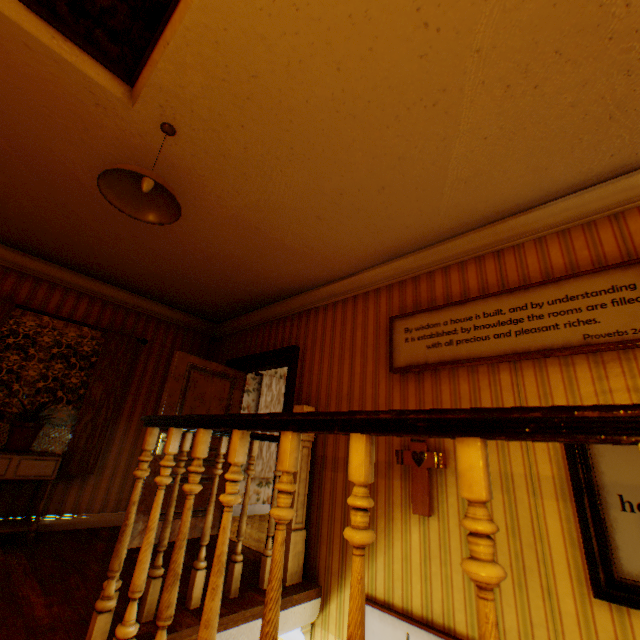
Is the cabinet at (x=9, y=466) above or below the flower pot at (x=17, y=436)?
below

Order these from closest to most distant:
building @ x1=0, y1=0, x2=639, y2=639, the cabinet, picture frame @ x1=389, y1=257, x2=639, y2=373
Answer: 1. building @ x1=0, y1=0, x2=639, y2=639
2. picture frame @ x1=389, y1=257, x2=639, y2=373
3. the cabinet

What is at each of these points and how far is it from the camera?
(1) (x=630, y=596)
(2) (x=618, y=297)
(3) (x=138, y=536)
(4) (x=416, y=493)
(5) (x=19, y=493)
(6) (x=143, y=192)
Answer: (1) picture frame, 1.71m
(2) picture frame, 2.15m
(3) childactor, 3.60m
(4) crucifix, 2.65m
(5) building, 3.74m
(6) ceiling light, 2.21m

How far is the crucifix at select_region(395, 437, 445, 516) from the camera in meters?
2.6 m

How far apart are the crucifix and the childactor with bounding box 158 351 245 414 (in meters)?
2.79

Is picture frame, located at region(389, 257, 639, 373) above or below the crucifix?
Result: above

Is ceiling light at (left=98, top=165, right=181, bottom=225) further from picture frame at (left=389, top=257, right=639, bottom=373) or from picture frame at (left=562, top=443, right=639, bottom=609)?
picture frame at (left=562, top=443, right=639, bottom=609)

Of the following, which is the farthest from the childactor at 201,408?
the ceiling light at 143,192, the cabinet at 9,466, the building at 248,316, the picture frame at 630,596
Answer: the picture frame at 630,596
